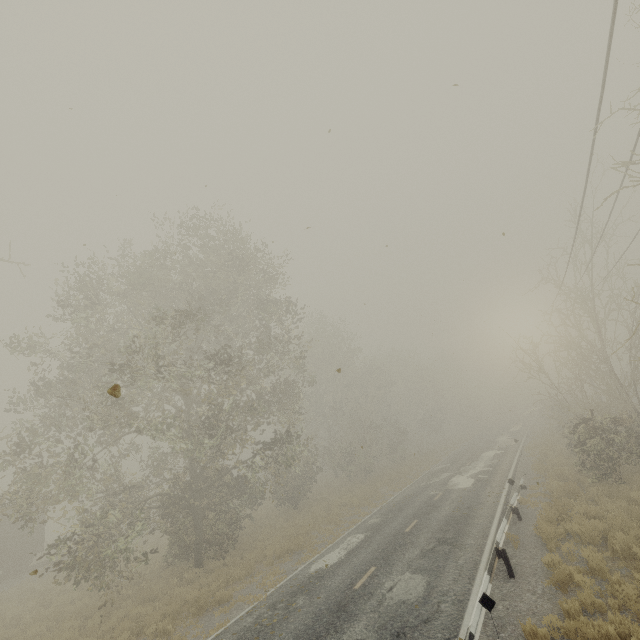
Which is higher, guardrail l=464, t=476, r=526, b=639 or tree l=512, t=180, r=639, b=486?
tree l=512, t=180, r=639, b=486

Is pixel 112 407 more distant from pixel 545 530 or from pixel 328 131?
pixel 545 530

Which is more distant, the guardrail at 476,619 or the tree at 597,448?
the tree at 597,448

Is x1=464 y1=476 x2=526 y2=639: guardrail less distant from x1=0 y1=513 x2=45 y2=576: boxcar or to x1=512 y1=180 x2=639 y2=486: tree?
x1=512 y1=180 x2=639 y2=486: tree

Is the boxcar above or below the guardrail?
above

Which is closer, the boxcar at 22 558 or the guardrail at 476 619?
the guardrail at 476 619

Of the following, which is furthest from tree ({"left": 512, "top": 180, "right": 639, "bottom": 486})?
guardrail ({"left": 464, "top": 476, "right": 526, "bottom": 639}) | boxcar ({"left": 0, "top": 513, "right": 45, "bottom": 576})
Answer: boxcar ({"left": 0, "top": 513, "right": 45, "bottom": 576})

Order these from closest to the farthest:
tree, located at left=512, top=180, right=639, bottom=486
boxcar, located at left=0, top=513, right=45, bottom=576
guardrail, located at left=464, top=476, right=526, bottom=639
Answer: guardrail, located at left=464, top=476, right=526, bottom=639, tree, located at left=512, top=180, right=639, bottom=486, boxcar, located at left=0, top=513, right=45, bottom=576
